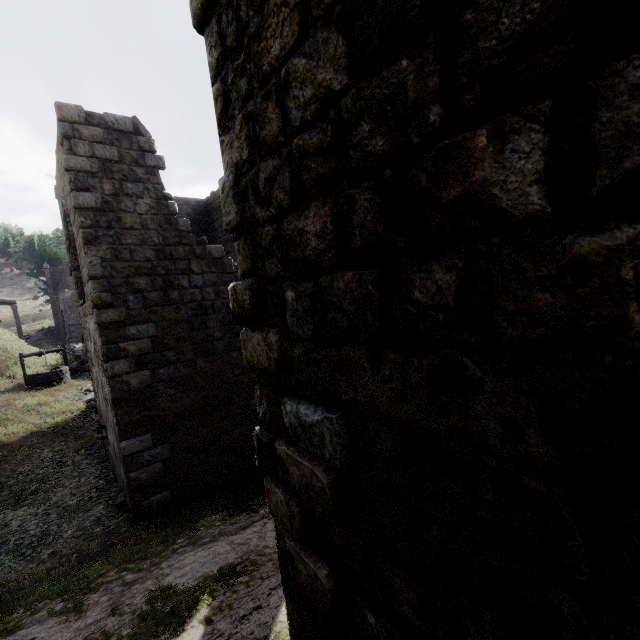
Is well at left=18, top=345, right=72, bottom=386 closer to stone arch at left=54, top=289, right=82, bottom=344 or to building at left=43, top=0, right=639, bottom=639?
building at left=43, top=0, right=639, bottom=639

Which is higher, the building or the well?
the building

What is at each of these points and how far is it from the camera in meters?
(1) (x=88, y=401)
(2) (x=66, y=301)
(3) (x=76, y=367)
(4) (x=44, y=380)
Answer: (1) rubble, 16.4
(2) stone arch, 33.2
(3) rubble, 21.4
(4) well, 18.1

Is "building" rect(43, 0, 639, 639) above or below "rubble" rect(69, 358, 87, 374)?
above

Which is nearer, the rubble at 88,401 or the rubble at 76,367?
the rubble at 88,401

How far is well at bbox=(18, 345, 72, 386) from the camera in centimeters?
1794cm

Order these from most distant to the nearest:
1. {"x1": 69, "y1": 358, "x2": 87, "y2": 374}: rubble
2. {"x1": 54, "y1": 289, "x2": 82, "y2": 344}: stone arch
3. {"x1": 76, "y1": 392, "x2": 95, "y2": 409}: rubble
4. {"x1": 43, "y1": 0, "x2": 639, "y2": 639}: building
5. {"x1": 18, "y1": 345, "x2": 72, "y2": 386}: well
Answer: {"x1": 54, "y1": 289, "x2": 82, "y2": 344}: stone arch → {"x1": 69, "y1": 358, "x2": 87, "y2": 374}: rubble → {"x1": 18, "y1": 345, "x2": 72, "y2": 386}: well → {"x1": 76, "y1": 392, "x2": 95, "y2": 409}: rubble → {"x1": 43, "y1": 0, "x2": 639, "y2": 639}: building

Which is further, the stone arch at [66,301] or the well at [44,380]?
the stone arch at [66,301]
